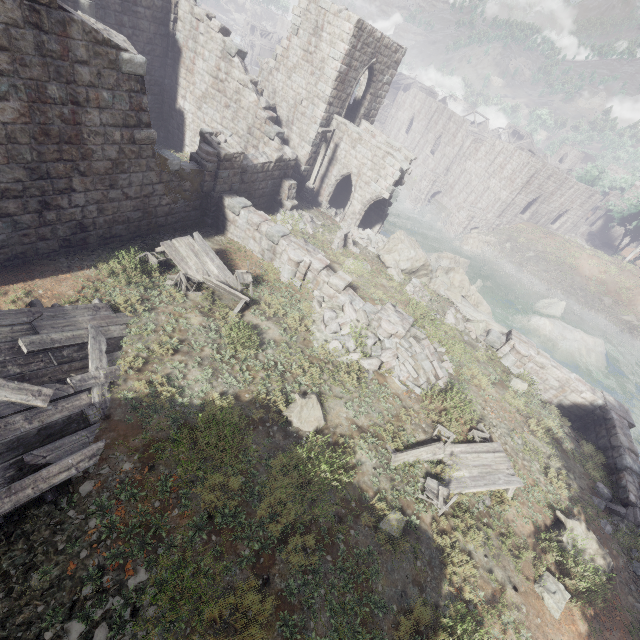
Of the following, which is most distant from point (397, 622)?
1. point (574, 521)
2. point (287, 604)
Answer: point (574, 521)

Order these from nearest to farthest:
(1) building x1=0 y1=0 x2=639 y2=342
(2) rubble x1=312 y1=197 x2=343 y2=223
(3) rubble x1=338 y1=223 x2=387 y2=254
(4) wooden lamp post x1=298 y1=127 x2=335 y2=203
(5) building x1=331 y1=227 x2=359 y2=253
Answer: (1) building x1=0 y1=0 x2=639 y2=342 → (5) building x1=331 y1=227 x2=359 y2=253 → (4) wooden lamp post x1=298 y1=127 x2=335 y2=203 → (3) rubble x1=338 y1=223 x2=387 y2=254 → (2) rubble x1=312 y1=197 x2=343 y2=223

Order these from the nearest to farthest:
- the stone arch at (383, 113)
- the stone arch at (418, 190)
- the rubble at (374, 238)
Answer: the rubble at (374, 238)
the stone arch at (418, 190)
the stone arch at (383, 113)

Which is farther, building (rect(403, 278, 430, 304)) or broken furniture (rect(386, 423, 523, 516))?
building (rect(403, 278, 430, 304))

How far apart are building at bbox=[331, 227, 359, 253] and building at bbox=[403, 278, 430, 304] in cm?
320

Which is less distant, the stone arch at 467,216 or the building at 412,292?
the building at 412,292

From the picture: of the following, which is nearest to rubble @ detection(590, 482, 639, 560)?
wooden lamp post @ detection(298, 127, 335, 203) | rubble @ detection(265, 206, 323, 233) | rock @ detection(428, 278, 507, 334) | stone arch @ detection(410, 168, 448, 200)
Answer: rock @ detection(428, 278, 507, 334)

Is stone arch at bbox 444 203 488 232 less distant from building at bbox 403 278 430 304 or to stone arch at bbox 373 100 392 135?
building at bbox 403 278 430 304
